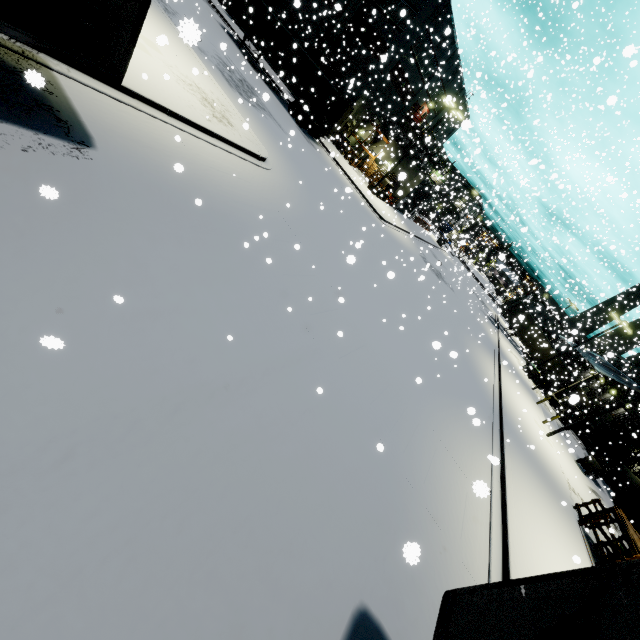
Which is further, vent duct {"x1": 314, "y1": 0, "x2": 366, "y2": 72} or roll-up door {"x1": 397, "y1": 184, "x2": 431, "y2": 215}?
roll-up door {"x1": 397, "y1": 184, "x2": 431, "y2": 215}

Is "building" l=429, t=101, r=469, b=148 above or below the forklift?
above

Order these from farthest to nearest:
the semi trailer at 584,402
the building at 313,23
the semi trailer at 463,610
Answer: the building at 313,23, the semi trailer at 584,402, the semi trailer at 463,610

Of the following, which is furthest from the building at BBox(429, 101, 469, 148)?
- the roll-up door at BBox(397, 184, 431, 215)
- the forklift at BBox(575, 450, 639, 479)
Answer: the forklift at BBox(575, 450, 639, 479)

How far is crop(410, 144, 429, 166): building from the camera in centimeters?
4747cm

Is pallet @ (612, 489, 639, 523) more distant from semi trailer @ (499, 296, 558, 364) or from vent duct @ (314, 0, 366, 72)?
vent duct @ (314, 0, 366, 72)

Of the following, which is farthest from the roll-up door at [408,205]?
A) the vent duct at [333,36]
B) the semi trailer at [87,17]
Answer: the vent duct at [333,36]

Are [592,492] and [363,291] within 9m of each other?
no
